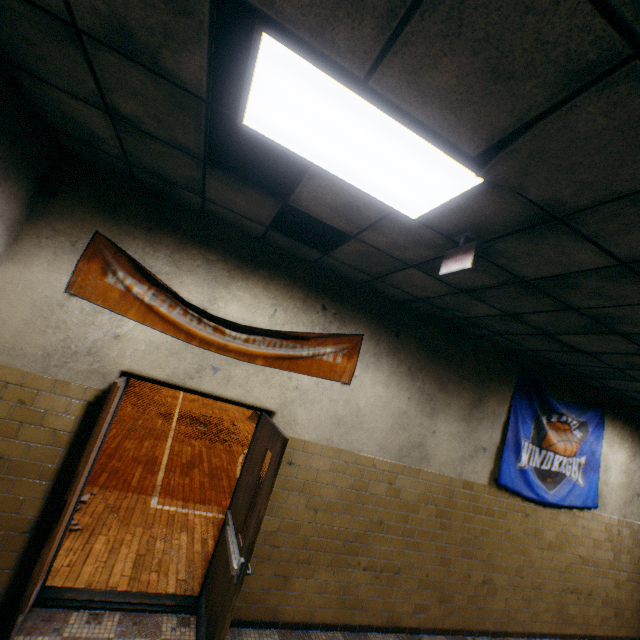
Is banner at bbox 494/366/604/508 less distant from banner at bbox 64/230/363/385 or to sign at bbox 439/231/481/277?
banner at bbox 64/230/363/385

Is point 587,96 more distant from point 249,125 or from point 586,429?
point 586,429

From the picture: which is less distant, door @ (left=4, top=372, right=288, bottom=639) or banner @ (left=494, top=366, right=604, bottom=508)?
door @ (left=4, top=372, right=288, bottom=639)

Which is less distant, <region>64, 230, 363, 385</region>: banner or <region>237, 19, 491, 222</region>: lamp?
<region>237, 19, 491, 222</region>: lamp

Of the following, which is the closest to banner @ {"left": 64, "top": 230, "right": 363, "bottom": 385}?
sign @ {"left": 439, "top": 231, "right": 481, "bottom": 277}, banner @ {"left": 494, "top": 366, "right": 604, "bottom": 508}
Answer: sign @ {"left": 439, "top": 231, "right": 481, "bottom": 277}

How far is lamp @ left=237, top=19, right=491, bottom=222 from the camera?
1.45m

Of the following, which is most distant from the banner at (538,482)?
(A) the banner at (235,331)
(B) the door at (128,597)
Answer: (B) the door at (128,597)

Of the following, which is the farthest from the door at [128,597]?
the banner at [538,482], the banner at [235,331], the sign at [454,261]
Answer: the banner at [538,482]
